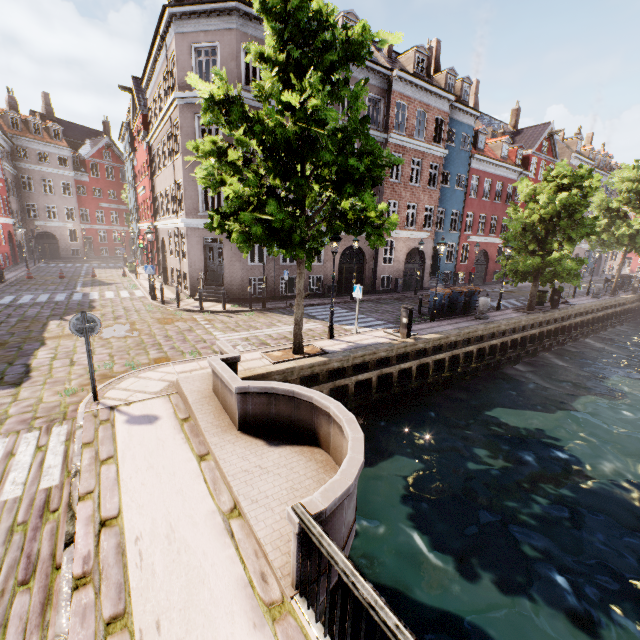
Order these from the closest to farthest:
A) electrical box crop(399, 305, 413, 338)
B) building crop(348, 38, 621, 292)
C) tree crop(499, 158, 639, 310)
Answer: electrical box crop(399, 305, 413, 338) < tree crop(499, 158, 639, 310) < building crop(348, 38, 621, 292)

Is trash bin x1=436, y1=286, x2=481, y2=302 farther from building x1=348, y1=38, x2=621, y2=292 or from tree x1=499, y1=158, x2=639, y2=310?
building x1=348, y1=38, x2=621, y2=292

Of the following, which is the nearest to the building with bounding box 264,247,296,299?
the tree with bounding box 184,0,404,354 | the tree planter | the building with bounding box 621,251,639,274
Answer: the tree with bounding box 184,0,404,354

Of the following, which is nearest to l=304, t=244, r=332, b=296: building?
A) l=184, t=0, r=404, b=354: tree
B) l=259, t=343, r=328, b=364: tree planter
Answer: l=184, t=0, r=404, b=354: tree

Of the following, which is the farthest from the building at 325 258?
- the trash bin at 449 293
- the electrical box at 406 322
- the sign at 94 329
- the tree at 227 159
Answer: the sign at 94 329

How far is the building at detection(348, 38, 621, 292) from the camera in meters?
21.2 m

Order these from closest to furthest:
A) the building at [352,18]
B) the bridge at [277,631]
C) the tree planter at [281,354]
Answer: the bridge at [277,631] < the tree planter at [281,354] < the building at [352,18]

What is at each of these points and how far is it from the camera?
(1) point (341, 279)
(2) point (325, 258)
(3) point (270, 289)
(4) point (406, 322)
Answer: (1) building, 22.03m
(2) building, 20.64m
(3) building, 18.95m
(4) electrical box, 12.07m
